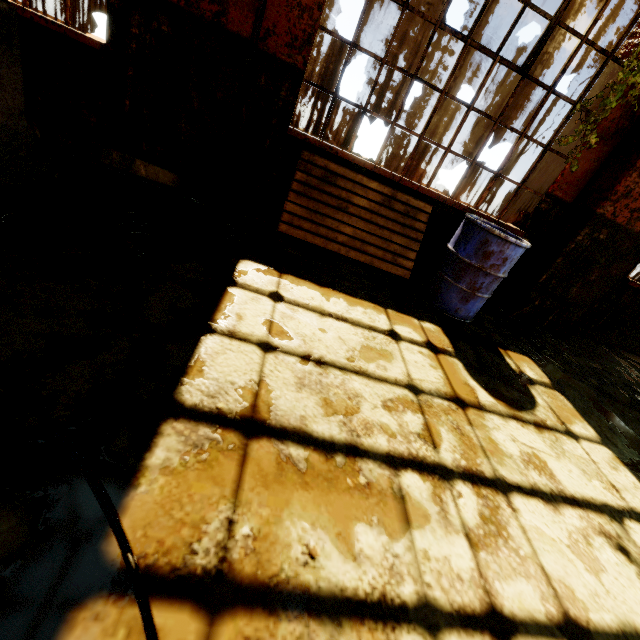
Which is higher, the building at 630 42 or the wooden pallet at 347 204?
the building at 630 42

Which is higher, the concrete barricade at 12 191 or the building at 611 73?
the building at 611 73

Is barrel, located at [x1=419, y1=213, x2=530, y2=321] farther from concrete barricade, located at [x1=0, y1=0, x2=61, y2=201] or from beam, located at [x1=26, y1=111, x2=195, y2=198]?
concrete barricade, located at [x1=0, y1=0, x2=61, y2=201]

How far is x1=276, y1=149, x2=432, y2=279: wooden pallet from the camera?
3.5m

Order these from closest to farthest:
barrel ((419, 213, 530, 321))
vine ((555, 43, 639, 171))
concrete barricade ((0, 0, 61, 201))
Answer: concrete barricade ((0, 0, 61, 201)), vine ((555, 43, 639, 171)), barrel ((419, 213, 530, 321))

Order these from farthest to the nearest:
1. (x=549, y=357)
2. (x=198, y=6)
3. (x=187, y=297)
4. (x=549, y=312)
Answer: (x=549, y=312)
(x=549, y=357)
(x=198, y=6)
(x=187, y=297)

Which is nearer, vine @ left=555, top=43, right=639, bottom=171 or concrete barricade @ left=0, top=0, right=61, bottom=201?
concrete barricade @ left=0, top=0, right=61, bottom=201

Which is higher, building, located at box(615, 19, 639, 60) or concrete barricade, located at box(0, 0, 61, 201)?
building, located at box(615, 19, 639, 60)
